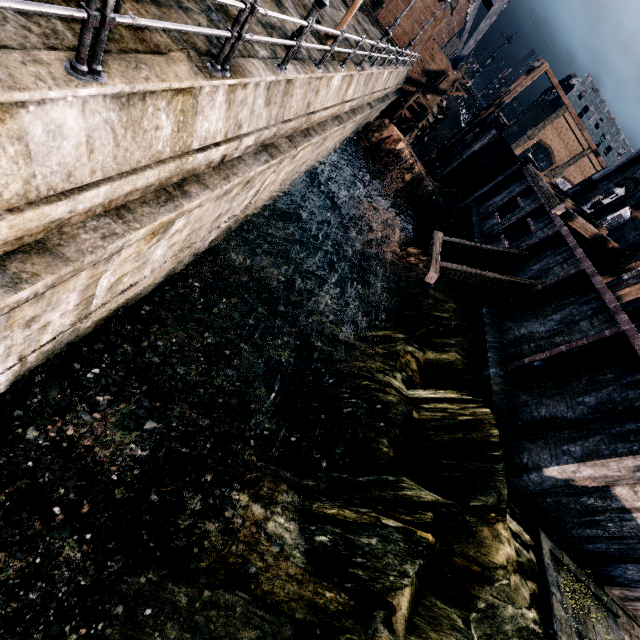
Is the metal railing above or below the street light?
below

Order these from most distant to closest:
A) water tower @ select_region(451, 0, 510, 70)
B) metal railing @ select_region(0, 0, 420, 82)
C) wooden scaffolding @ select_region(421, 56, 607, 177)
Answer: water tower @ select_region(451, 0, 510, 70)
wooden scaffolding @ select_region(421, 56, 607, 177)
metal railing @ select_region(0, 0, 420, 82)

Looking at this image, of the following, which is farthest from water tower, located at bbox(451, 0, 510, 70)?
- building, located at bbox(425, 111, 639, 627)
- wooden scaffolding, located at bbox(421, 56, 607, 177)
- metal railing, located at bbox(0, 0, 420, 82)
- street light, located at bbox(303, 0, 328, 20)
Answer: street light, located at bbox(303, 0, 328, 20)

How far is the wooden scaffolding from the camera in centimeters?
2836cm

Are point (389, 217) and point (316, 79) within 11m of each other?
no

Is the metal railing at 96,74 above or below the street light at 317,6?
below

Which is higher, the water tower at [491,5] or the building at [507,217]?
the water tower at [491,5]

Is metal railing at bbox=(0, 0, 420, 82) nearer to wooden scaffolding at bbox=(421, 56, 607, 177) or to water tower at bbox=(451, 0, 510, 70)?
wooden scaffolding at bbox=(421, 56, 607, 177)
